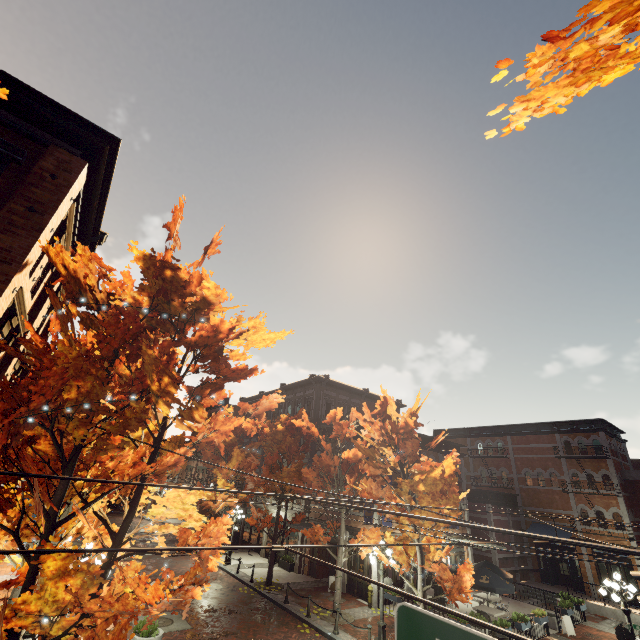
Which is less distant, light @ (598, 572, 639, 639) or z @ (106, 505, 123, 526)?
light @ (598, 572, 639, 639)

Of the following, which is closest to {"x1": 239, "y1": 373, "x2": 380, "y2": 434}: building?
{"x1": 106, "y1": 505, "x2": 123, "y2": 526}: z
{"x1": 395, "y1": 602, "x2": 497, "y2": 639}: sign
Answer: {"x1": 106, "y1": 505, "x2": 123, "y2": 526}: z

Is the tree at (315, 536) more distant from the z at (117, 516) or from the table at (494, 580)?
the table at (494, 580)

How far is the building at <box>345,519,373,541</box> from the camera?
20.00m

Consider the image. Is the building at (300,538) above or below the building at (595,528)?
below

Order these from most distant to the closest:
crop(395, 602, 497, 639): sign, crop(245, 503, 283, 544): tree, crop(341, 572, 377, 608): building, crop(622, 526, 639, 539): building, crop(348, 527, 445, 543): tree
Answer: crop(622, 526, 639, 539): building < crop(245, 503, 283, 544): tree < crop(341, 572, 377, 608): building < crop(348, 527, 445, 543): tree < crop(395, 602, 497, 639): sign

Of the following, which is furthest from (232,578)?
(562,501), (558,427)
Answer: (558,427)
